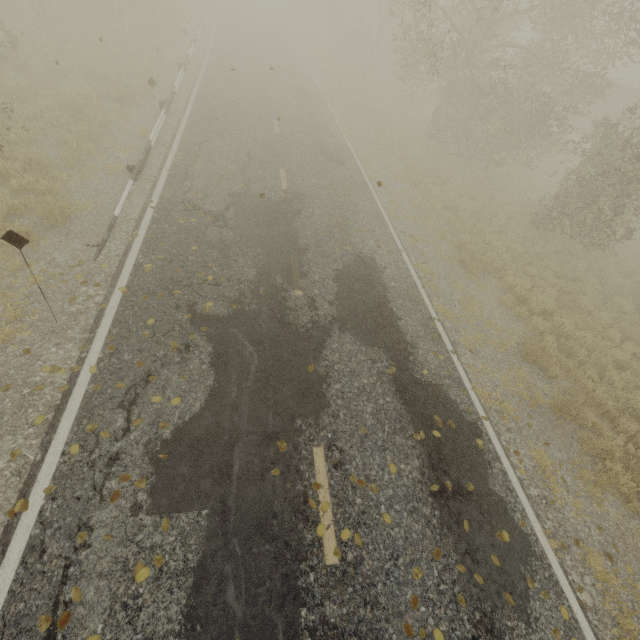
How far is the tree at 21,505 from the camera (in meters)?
3.84

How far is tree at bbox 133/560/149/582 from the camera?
3.6 meters

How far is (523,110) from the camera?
14.80m

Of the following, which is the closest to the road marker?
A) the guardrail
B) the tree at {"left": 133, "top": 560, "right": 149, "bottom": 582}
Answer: the guardrail

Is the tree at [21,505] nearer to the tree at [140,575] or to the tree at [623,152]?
the tree at [140,575]

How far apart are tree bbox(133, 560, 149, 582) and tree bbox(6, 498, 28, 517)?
→ 1.5m

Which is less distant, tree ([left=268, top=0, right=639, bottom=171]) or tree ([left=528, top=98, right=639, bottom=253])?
tree ([left=528, top=98, right=639, bottom=253])

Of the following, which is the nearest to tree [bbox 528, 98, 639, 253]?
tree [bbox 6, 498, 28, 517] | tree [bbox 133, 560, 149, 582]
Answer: tree [bbox 6, 498, 28, 517]
